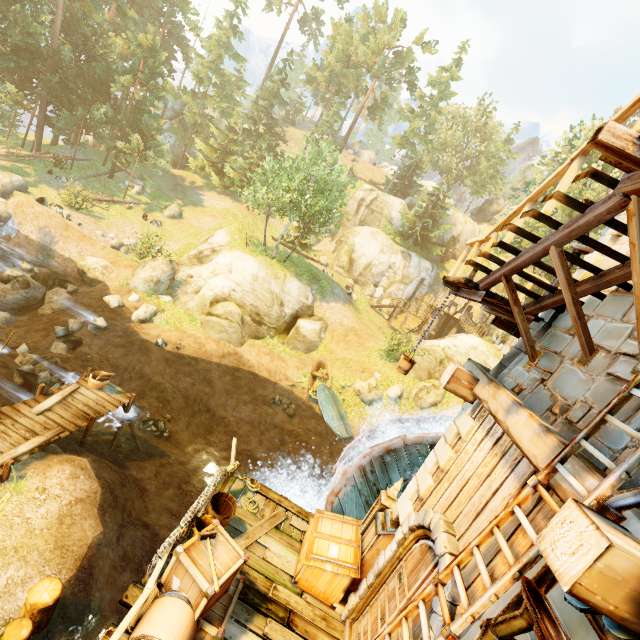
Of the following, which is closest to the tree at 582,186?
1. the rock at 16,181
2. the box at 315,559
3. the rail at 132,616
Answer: the rock at 16,181

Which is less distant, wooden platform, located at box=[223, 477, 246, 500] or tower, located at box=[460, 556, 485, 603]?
tower, located at box=[460, 556, 485, 603]

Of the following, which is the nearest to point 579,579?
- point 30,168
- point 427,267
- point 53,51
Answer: point 427,267

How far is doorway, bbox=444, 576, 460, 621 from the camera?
4.1 meters

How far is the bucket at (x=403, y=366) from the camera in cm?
816

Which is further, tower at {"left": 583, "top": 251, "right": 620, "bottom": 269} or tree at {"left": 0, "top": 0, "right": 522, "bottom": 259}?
tree at {"left": 0, "top": 0, "right": 522, "bottom": 259}

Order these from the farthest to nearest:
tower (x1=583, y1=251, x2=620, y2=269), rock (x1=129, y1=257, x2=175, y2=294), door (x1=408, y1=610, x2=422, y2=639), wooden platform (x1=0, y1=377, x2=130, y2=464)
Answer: rock (x1=129, y1=257, x2=175, y2=294) < wooden platform (x1=0, y1=377, x2=130, y2=464) < tower (x1=583, y1=251, x2=620, y2=269) < door (x1=408, y1=610, x2=422, y2=639)

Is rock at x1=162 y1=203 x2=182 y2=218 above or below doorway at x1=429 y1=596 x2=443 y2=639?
below
